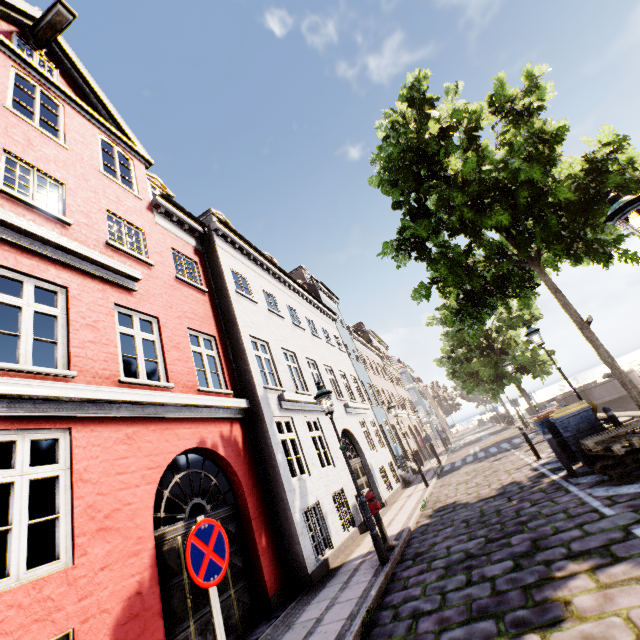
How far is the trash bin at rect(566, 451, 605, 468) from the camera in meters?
7.5 m

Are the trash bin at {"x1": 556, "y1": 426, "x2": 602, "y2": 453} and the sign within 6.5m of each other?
no

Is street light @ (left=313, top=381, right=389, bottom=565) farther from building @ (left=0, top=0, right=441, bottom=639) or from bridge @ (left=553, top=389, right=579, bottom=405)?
building @ (left=0, top=0, right=441, bottom=639)

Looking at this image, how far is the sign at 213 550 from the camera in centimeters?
277cm

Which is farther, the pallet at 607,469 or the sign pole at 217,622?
the pallet at 607,469

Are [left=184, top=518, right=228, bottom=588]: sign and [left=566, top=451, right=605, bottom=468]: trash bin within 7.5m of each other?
no

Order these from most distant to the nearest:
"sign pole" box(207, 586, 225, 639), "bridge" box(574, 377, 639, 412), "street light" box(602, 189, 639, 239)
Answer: "bridge" box(574, 377, 639, 412), "street light" box(602, 189, 639, 239), "sign pole" box(207, 586, 225, 639)

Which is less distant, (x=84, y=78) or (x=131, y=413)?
(x=131, y=413)
